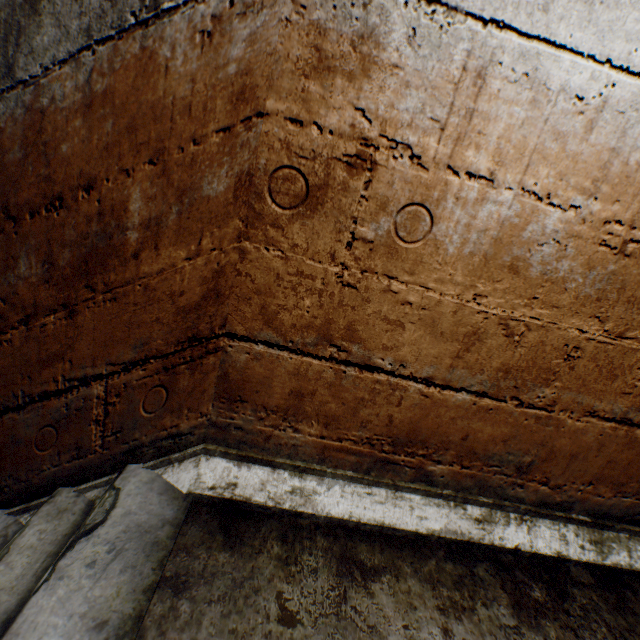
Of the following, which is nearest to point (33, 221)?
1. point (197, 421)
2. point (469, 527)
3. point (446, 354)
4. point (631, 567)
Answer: point (197, 421)
